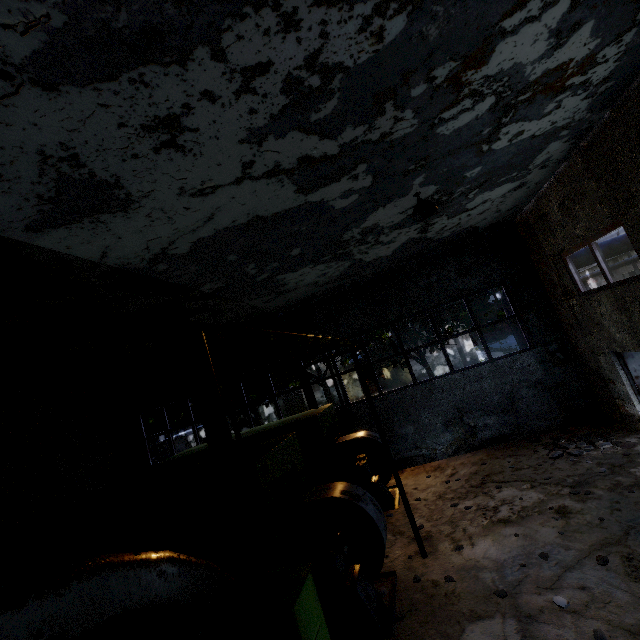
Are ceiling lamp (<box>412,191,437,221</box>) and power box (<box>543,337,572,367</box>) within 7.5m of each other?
yes

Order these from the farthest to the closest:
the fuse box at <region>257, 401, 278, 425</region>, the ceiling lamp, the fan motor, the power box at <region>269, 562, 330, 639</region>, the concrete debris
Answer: the fuse box at <region>257, 401, 278, 425</region> < the concrete debris < the ceiling lamp < the fan motor < the power box at <region>269, 562, 330, 639</region>

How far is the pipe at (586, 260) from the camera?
11.11m

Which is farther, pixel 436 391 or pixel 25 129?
pixel 436 391

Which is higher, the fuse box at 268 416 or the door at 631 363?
the fuse box at 268 416

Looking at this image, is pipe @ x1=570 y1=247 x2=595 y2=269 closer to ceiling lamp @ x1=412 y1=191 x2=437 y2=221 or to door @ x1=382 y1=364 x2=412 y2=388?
ceiling lamp @ x1=412 y1=191 x2=437 y2=221

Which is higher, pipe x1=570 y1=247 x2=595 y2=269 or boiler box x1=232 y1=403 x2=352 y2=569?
pipe x1=570 y1=247 x2=595 y2=269

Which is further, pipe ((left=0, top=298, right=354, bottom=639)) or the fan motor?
the fan motor
